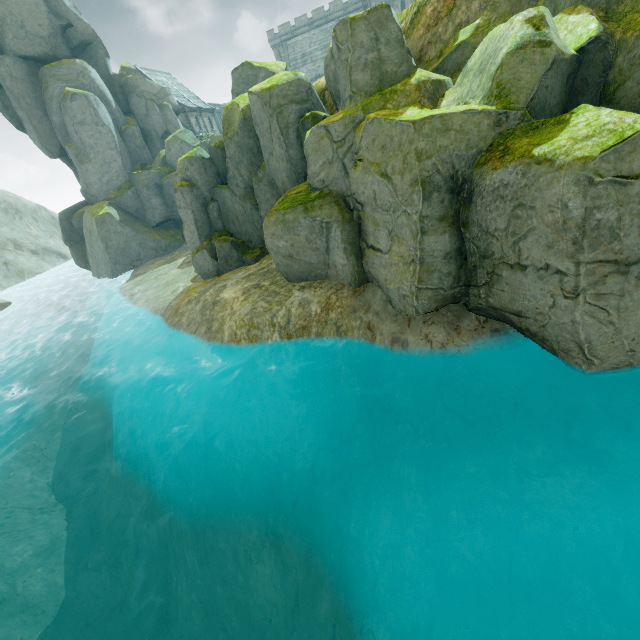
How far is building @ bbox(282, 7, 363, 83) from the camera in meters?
52.2

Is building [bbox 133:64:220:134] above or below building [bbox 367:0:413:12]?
below

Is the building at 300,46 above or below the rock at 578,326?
above

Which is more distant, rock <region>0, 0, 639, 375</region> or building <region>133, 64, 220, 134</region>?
building <region>133, 64, 220, 134</region>

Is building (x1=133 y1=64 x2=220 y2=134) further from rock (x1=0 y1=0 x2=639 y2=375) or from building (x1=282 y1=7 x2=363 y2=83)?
building (x1=282 y1=7 x2=363 y2=83)

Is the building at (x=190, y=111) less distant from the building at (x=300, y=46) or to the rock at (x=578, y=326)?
the rock at (x=578, y=326)

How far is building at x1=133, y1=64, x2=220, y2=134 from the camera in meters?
41.8

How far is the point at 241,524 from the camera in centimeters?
1009cm
